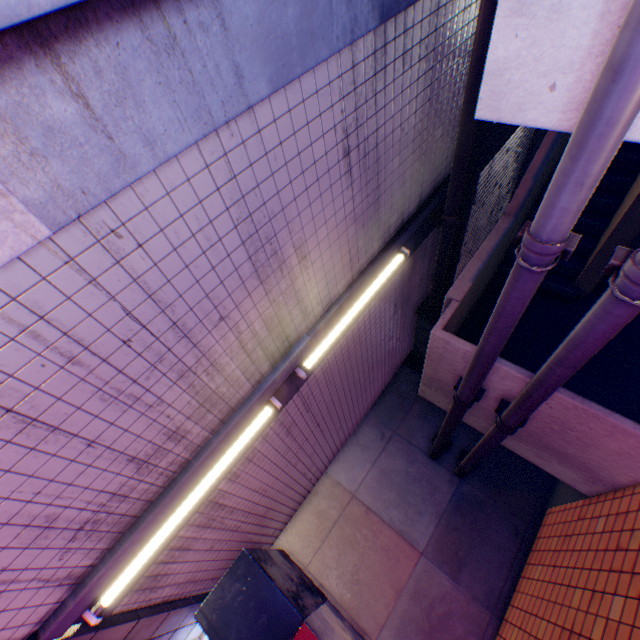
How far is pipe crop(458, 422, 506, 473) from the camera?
4.1m

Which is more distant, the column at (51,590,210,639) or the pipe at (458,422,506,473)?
the pipe at (458,422,506,473)

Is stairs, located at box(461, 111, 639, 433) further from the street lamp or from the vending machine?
the vending machine

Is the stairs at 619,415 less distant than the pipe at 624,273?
No

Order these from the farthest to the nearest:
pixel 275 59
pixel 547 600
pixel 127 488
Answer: pixel 547 600 < pixel 127 488 < pixel 275 59

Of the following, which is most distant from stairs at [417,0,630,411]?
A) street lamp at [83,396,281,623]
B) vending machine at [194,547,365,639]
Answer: vending machine at [194,547,365,639]

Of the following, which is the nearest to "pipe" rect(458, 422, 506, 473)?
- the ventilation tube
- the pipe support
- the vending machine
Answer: the pipe support

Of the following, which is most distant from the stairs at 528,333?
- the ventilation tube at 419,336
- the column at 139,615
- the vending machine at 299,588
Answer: the column at 139,615
